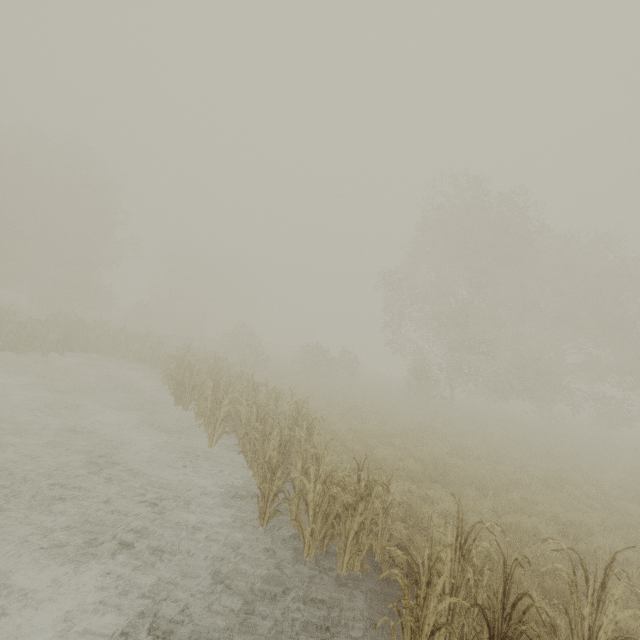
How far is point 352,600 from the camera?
4.9m
